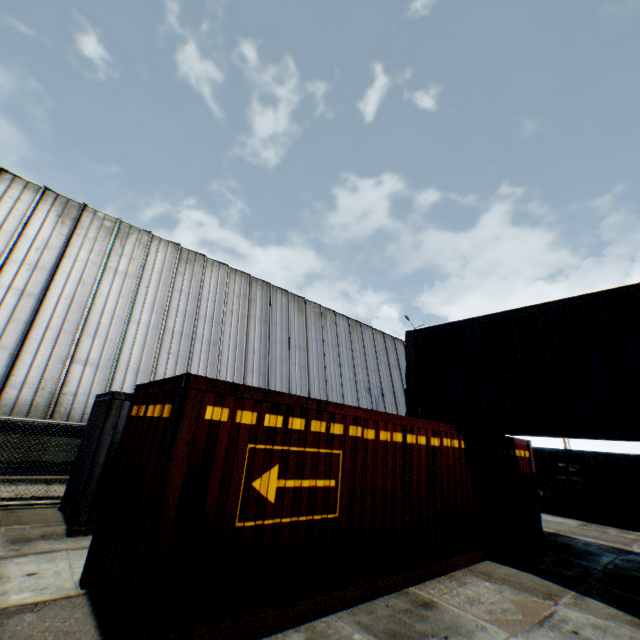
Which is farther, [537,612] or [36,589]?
[537,612]

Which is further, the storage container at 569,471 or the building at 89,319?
the building at 89,319

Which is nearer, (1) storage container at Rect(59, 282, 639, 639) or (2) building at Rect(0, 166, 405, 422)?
(1) storage container at Rect(59, 282, 639, 639)
